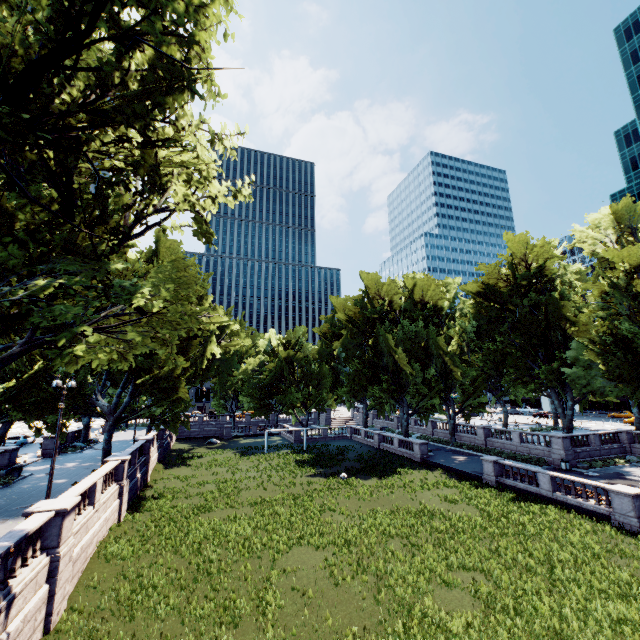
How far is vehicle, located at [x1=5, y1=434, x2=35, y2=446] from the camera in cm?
3975

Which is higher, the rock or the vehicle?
the vehicle

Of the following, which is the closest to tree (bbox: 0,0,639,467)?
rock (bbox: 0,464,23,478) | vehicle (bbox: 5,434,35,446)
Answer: rock (bbox: 0,464,23,478)

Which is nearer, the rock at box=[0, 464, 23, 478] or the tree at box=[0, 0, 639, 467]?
the tree at box=[0, 0, 639, 467]

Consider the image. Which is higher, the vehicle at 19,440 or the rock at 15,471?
the vehicle at 19,440

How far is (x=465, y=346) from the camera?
41.28m

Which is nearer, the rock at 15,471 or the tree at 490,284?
the tree at 490,284
